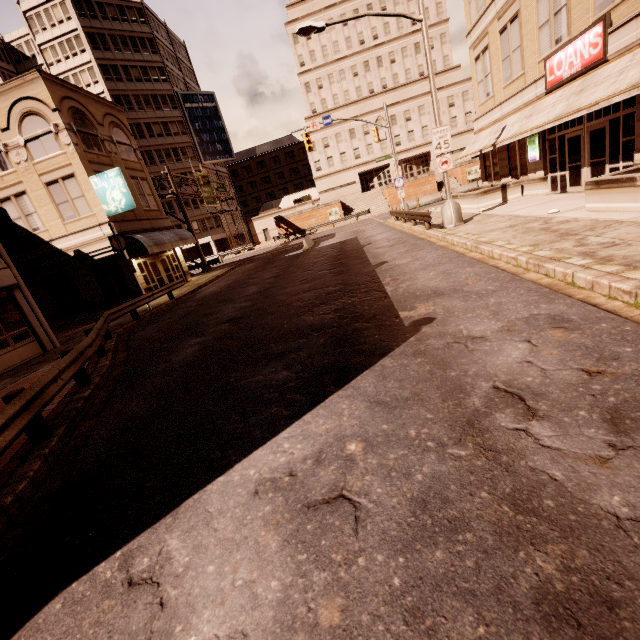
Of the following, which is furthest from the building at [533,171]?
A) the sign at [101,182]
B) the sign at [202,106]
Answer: the sign at [202,106]

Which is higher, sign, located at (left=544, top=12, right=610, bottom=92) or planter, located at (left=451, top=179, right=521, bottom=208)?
sign, located at (left=544, top=12, right=610, bottom=92)

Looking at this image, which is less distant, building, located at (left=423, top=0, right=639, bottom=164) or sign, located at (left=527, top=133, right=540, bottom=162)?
building, located at (left=423, top=0, right=639, bottom=164)

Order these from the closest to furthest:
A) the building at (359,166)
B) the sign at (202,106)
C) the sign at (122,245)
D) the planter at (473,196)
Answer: the sign at (122,245)
the planter at (473,196)
the sign at (202,106)
the building at (359,166)

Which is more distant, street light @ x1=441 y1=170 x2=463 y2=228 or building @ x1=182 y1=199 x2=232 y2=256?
building @ x1=182 y1=199 x2=232 y2=256

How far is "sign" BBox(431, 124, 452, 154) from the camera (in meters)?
14.30

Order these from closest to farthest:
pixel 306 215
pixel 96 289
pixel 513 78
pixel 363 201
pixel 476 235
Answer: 1. pixel 476 235
2. pixel 513 78
3. pixel 96 289
4. pixel 306 215
5. pixel 363 201

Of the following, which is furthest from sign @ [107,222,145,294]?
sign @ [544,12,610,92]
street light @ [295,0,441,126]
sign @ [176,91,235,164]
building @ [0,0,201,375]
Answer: building @ [0,0,201,375]
